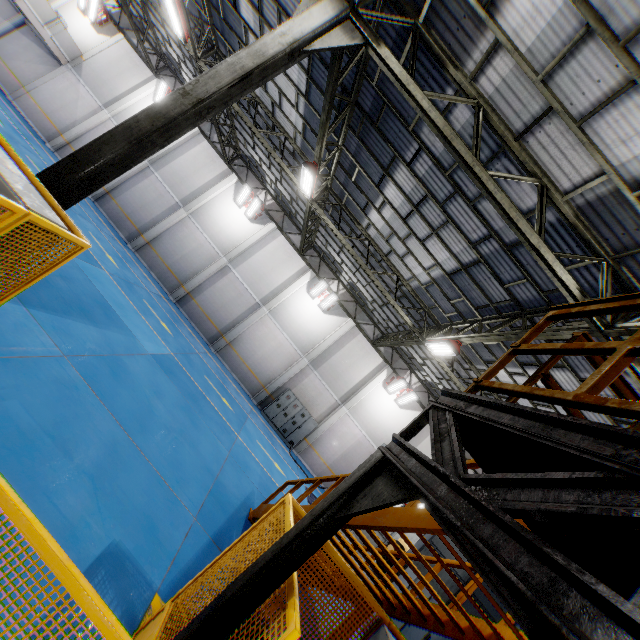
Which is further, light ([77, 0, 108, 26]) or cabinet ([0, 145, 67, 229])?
light ([77, 0, 108, 26])

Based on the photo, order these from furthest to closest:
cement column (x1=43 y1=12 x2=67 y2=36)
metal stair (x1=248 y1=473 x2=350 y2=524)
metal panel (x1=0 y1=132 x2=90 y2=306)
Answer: cement column (x1=43 y1=12 x2=67 y2=36), metal stair (x1=248 y1=473 x2=350 y2=524), metal panel (x1=0 y1=132 x2=90 y2=306)

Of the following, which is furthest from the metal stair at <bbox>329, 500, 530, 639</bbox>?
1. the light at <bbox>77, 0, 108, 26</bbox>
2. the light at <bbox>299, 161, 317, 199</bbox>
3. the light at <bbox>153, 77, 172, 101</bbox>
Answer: the light at <bbox>77, 0, 108, 26</bbox>

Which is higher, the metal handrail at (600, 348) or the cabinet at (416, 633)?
the metal handrail at (600, 348)

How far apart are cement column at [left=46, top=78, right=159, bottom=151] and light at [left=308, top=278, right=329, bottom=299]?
16.2m

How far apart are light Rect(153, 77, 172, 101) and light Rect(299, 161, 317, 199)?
14.8m

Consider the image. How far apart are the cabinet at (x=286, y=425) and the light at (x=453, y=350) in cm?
975

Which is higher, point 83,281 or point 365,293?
point 365,293
